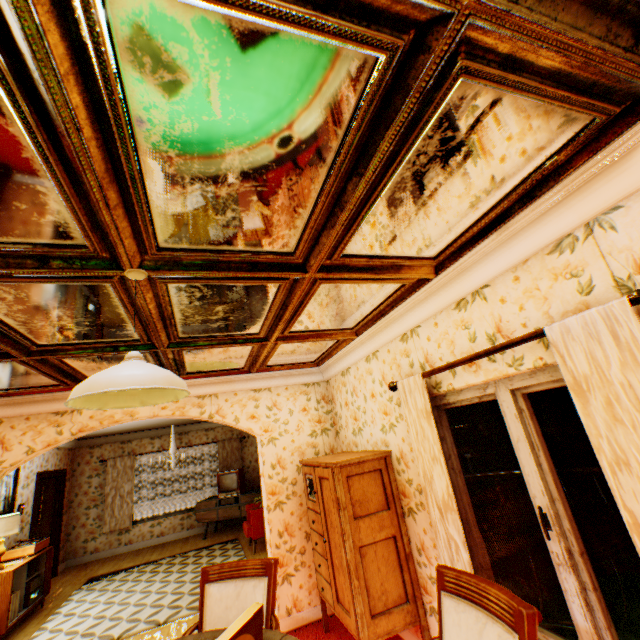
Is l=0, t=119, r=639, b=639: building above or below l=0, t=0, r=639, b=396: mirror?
below

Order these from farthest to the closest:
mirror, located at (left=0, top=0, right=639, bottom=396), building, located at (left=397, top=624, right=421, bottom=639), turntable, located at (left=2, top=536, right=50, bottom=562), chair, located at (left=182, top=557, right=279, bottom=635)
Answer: turntable, located at (left=2, top=536, right=50, bottom=562) < building, located at (left=397, top=624, right=421, bottom=639) < chair, located at (left=182, top=557, right=279, bottom=635) < mirror, located at (left=0, top=0, right=639, bottom=396)

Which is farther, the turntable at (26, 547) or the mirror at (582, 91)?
the turntable at (26, 547)

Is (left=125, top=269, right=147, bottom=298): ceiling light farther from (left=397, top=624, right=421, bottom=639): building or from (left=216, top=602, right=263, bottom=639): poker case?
(left=397, top=624, right=421, bottom=639): building

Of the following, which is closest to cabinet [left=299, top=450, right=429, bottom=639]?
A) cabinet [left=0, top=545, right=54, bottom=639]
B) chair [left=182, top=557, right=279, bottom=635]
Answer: chair [left=182, top=557, right=279, bottom=635]

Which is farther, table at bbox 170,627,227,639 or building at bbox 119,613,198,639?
building at bbox 119,613,198,639

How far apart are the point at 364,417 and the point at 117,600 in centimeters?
580cm

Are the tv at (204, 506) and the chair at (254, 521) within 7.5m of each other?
yes
